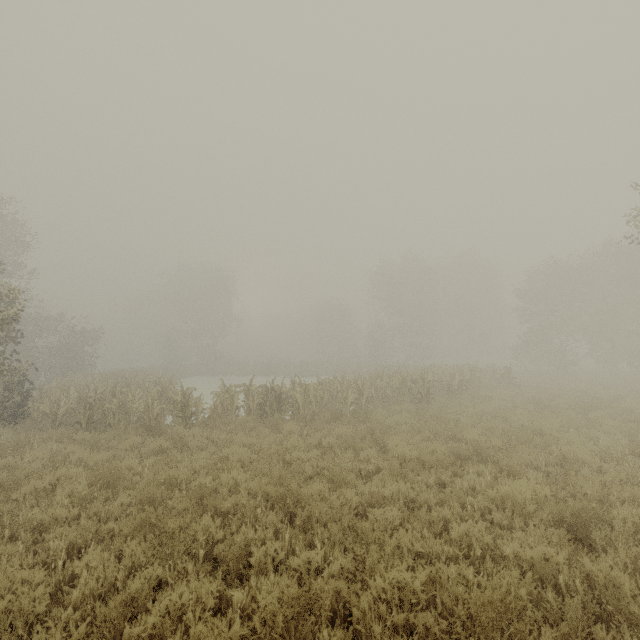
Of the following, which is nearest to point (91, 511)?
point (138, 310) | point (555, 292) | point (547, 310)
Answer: point (547, 310)
